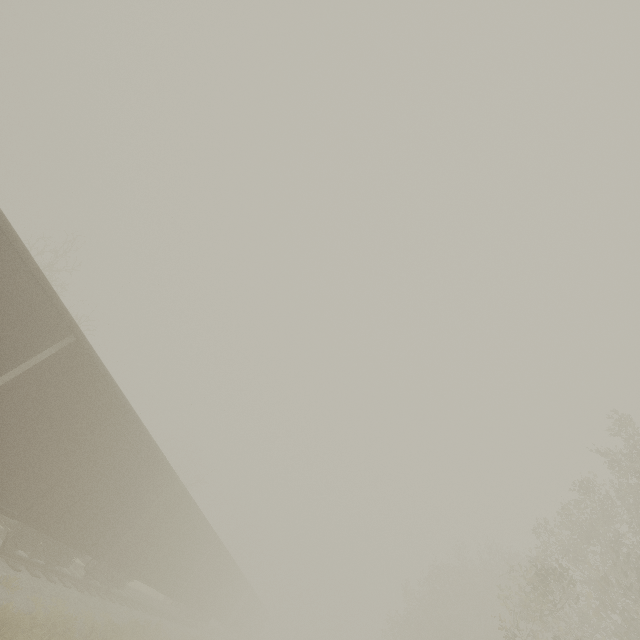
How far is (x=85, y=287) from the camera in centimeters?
2666cm
